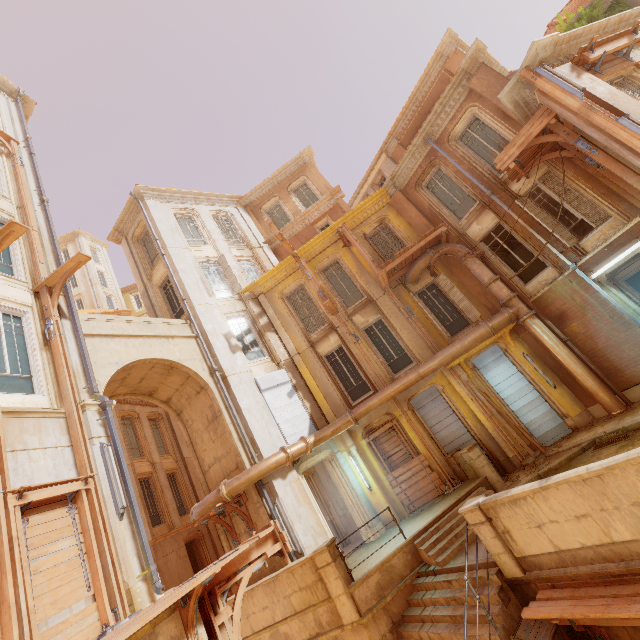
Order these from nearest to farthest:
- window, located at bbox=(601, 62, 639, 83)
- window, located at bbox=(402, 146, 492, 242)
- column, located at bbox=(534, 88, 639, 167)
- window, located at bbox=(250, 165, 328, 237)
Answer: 1. column, located at bbox=(534, 88, 639, 167)
2. window, located at bbox=(601, 62, 639, 83)
3. window, located at bbox=(402, 146, 492, 242)
4. window, located at bbox=(250, 165, 328, 237)

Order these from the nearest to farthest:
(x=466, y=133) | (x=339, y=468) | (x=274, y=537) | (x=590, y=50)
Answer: (x=274, y=537) → (x=590, y=50) → (x=339, y=468) → (x=466, y=133)

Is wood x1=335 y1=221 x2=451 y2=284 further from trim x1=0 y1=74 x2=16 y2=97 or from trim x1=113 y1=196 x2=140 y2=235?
trim x1=0 y1=74 x2=16 y2=97

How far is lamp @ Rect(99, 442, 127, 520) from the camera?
6.97m

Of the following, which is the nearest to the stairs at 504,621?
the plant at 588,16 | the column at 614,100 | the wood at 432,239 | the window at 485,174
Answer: the column at 614,100

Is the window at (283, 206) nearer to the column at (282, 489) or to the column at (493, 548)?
the column at (282, 489)

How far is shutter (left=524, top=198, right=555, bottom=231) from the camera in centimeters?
1145cm

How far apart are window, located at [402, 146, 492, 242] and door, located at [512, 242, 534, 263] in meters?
5.2 m
